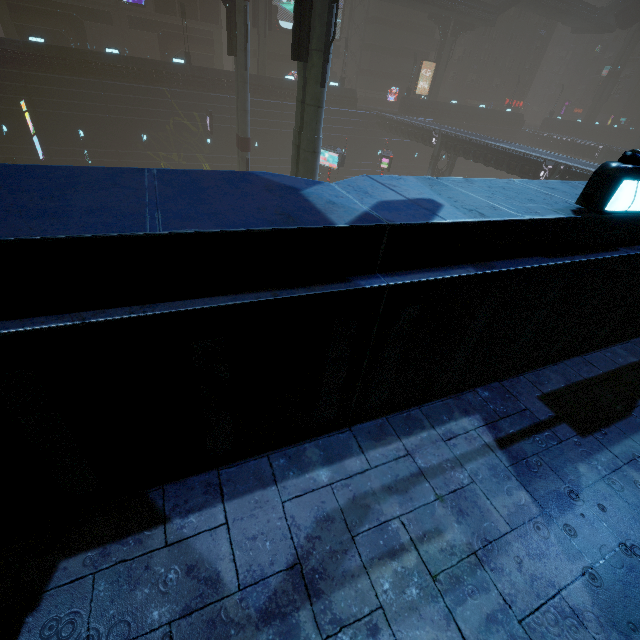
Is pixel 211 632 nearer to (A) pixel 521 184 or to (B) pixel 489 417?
(B) pixel 489 417

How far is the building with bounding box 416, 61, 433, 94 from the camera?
51.4m

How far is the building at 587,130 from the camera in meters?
55.8 m

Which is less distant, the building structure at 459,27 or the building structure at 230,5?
the building structure at 230,5

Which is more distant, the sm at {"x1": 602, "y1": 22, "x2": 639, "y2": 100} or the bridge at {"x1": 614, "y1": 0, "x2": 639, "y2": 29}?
the sm at {"x1": 602, "y1": 22, "x2": 639, "y2": 100}

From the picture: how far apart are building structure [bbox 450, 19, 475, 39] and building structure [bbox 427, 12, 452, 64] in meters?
0.7 m

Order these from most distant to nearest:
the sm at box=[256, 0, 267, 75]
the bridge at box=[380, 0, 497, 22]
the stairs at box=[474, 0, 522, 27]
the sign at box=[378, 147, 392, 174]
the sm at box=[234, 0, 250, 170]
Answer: the stairs at box=[474, 0, 522, 27] < the bridge at box=[380, 0, 497, 22] < the sm at box=[256, 0, 267, 75] < the sign at box=[378, 147, 392, 174] < the sm at box=[234, 0, 250, 170]

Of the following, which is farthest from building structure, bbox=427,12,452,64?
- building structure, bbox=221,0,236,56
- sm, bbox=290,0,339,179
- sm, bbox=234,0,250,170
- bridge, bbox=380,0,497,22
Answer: sm, bbox=290,0,339,179
